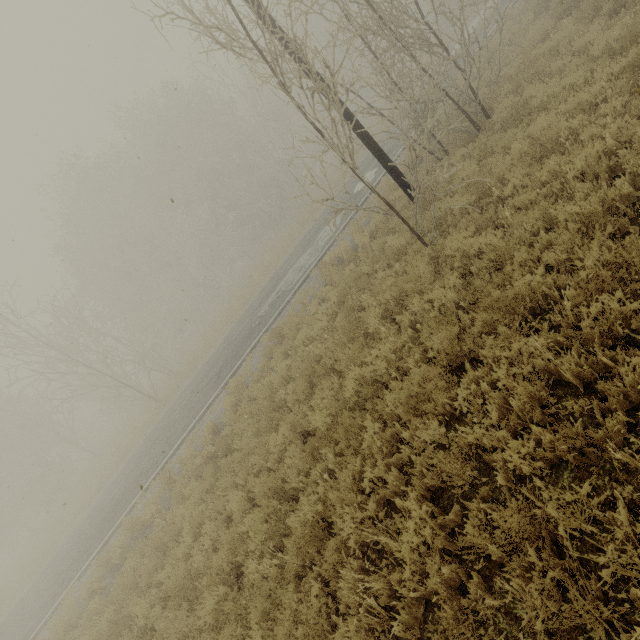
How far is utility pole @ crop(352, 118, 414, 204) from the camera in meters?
8.4 m

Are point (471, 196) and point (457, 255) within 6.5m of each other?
yes

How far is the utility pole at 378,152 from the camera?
8.37m
